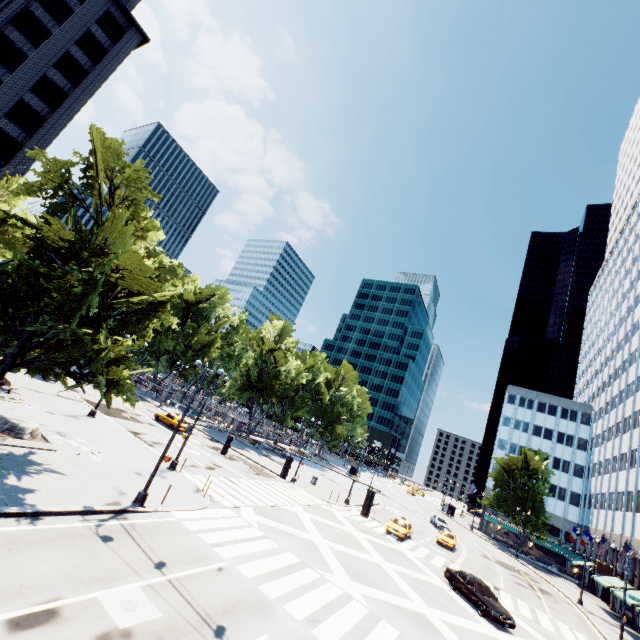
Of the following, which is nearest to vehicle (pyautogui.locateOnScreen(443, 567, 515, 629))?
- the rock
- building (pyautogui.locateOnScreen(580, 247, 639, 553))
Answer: building (pyautogui.locateOnScreen(580, 247, 639, 553))

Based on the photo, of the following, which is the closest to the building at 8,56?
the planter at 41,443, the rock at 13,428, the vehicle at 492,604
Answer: the planter at 41,443

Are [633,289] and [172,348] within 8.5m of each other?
no

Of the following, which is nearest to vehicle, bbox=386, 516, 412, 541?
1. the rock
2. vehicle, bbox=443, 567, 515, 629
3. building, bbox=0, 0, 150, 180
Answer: vehicle, bbox=443, 567, 515, 629

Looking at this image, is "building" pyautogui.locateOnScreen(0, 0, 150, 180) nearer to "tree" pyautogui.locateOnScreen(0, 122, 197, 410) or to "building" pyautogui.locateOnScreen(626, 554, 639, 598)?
"tree" pyautogui.locateOnScreen(0, 122, 197, 410)

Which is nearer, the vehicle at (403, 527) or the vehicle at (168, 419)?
the vehicle at (403, 527)

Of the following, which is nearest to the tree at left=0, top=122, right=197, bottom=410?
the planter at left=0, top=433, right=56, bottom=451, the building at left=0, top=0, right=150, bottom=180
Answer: the planter at left=0, top=433, right=56, bottom=451

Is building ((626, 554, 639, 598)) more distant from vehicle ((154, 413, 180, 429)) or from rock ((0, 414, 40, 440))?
rock ((0, 414, 40, 440))
